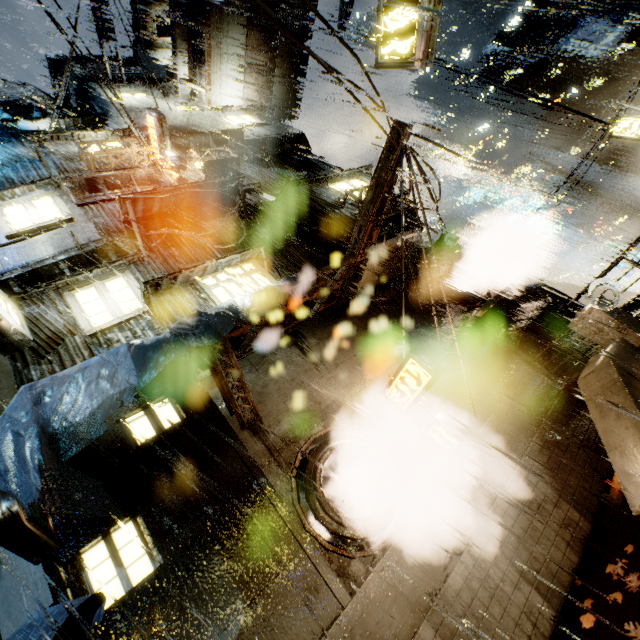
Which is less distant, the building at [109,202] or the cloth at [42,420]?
the cloth at [42,420]

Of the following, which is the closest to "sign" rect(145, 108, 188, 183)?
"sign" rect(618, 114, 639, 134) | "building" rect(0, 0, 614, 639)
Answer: "building" rect(0, 0, 614, 639)

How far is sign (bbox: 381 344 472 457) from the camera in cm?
717

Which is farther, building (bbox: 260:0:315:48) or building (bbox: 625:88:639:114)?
building (bbox: 625:88:639:114)

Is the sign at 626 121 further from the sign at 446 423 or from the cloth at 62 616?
the cloth at 62 616

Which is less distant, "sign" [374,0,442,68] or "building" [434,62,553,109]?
"sign" [374,0,442,68]

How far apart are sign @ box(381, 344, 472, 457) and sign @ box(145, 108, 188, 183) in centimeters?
1175cm

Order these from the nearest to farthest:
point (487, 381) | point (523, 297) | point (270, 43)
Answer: point (487, 381) → point (523, 297) → point (270, 43)
